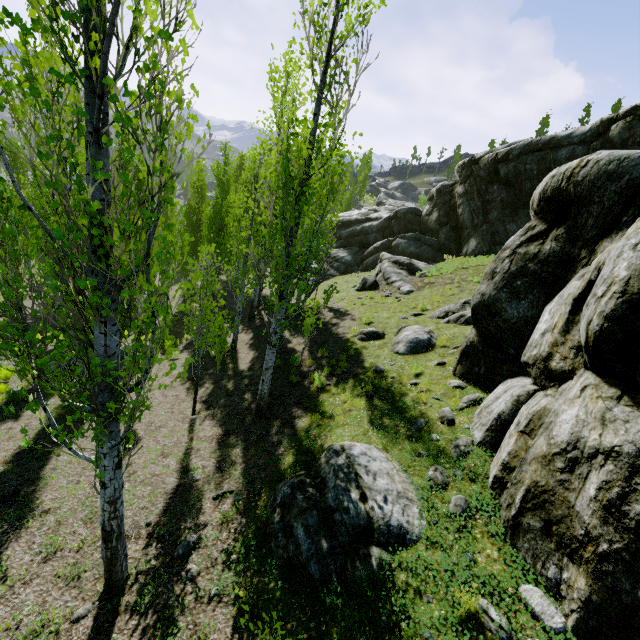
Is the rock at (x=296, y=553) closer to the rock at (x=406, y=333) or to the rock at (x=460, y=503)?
the rock at (x=460, y=503)

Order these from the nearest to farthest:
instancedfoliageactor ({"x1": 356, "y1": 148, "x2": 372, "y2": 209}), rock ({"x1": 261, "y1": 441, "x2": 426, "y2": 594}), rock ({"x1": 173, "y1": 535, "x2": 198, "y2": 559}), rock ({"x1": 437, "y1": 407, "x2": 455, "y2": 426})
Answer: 1. rock ({"x1": 261, "y1": 441, "x2": 426, "y2": 594})
2. rock ({"x1": 173, "y1": 535, "x2": 198, "y2": 559})
3. rock ({"x1": 437, "y1": 407, "x2": 455, "y2": 426})
4. instancedfoliageactor ({"x1": 356, "y1": 148, "x2": 372, "y2": 209})

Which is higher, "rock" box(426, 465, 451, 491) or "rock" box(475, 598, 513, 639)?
"rock" box(475, 598, 513, 639)

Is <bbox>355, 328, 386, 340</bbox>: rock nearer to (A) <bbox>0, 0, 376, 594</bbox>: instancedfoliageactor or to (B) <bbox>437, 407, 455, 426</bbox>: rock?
(B) <bbox>437, 407, 455, 426</bbox>: rock

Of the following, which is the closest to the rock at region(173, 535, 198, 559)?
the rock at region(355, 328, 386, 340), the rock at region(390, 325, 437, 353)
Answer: the rock at region(390, 325, 437, 353)

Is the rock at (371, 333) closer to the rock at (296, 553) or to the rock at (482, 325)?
the rock at (482, 325)

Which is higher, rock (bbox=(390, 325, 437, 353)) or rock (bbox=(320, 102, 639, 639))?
rock (bbox=(320, 102, 639, 639))

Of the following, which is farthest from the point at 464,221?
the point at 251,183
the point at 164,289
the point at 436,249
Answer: the point at 164,289
